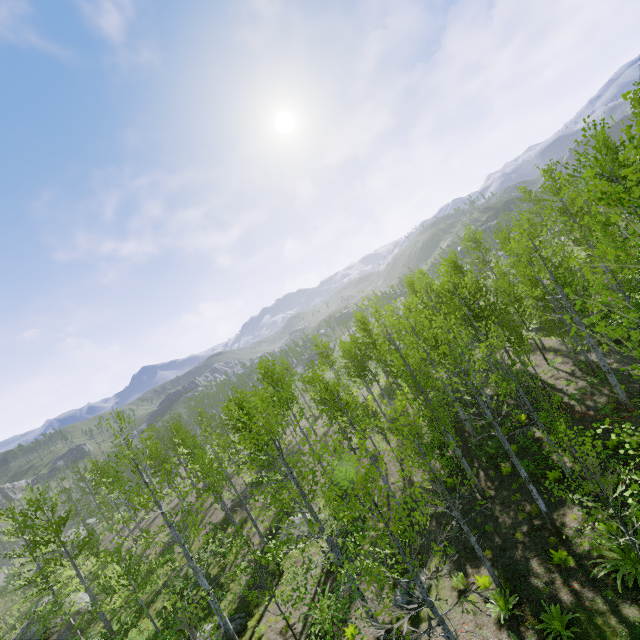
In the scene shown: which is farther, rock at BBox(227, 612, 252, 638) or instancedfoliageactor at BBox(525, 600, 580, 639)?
rock at BBox(227, 612, 252, 638)

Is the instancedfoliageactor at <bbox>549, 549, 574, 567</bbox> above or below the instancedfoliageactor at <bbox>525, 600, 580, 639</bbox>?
below

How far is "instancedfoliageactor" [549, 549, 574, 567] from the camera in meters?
9.7

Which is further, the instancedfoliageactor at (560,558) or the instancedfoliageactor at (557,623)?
the instancedfoliageactor at (560,558)

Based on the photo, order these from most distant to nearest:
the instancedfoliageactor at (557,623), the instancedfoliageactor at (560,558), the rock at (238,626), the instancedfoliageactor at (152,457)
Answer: the rock at (238,626)
the instancedfoliageactor at (560,558)
the instancedfoliageactor at (557,623)
the instancedfoliageactor at (152,457)

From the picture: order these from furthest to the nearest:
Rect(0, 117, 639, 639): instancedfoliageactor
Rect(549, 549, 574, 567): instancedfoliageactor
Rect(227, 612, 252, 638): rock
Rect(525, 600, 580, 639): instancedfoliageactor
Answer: Rect(227, 612, 252, 638): rock
Rect(549, 549, 574, 567): instancedfoliageactor
Rect(525, 600, 580, 639): instancedfoliageactor
Rect(0, 117, 639, 639): instancedfoliageactor

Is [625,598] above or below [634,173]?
below
